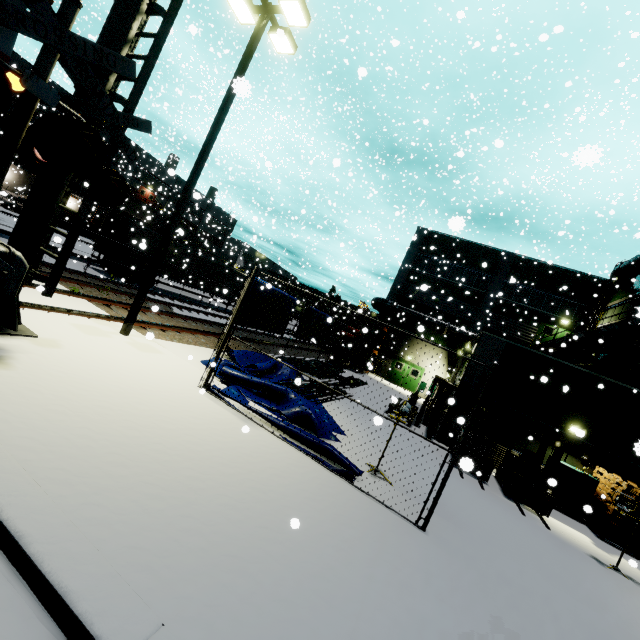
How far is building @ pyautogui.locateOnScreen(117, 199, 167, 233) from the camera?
47.6 meters

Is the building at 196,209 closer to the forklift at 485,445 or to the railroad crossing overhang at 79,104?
the forklift at 485,445

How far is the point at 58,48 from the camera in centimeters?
419cm

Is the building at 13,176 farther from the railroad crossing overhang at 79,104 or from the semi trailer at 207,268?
the railroad crossing overhang at 79,104

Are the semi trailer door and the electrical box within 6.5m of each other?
no

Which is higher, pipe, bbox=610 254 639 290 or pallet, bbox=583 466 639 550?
pipe, bbox=610 254 639 290

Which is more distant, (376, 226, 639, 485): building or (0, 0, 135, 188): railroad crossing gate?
(376, 226, 639, 485): building

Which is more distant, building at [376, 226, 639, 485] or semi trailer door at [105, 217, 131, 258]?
semi trailer door at [105, 217, 131, 258]
